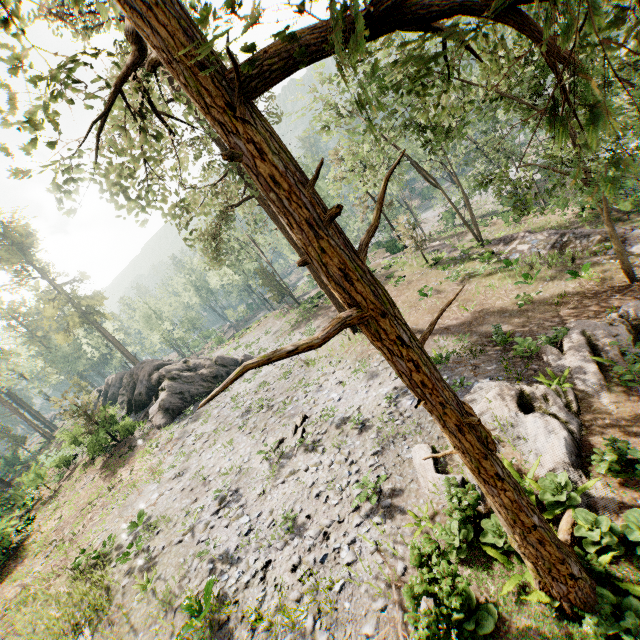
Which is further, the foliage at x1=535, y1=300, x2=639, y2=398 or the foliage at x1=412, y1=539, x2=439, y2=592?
the foliage at x1=535, y1=300, x2=639, y2=398

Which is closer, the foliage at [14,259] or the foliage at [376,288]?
the foliage at [376,288]

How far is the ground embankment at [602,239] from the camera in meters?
19.5

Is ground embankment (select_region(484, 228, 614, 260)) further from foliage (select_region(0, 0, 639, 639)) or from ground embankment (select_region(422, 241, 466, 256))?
ground embankment (select_region(422, 241, 466, 256))

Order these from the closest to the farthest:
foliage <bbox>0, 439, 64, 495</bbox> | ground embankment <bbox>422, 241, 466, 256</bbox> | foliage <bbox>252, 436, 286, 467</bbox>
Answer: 1. foliage <bbox>252, 436, 286, 467</bbox>
2. foliage <bbox>0, 439, 64, 495</bbox>
3. ground embankment <bbox>422, 241, 466, 256</bbox>

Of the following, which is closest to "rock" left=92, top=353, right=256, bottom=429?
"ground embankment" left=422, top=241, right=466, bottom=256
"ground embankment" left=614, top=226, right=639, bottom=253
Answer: "ground embankment" left=422, top=241, right=466, bottom=256

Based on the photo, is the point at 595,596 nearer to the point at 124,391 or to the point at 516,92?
the point at 516,92

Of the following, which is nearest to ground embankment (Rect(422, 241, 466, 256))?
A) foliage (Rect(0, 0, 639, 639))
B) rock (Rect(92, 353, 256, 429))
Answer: foliage (Rect(0, 0, 639, 639))
